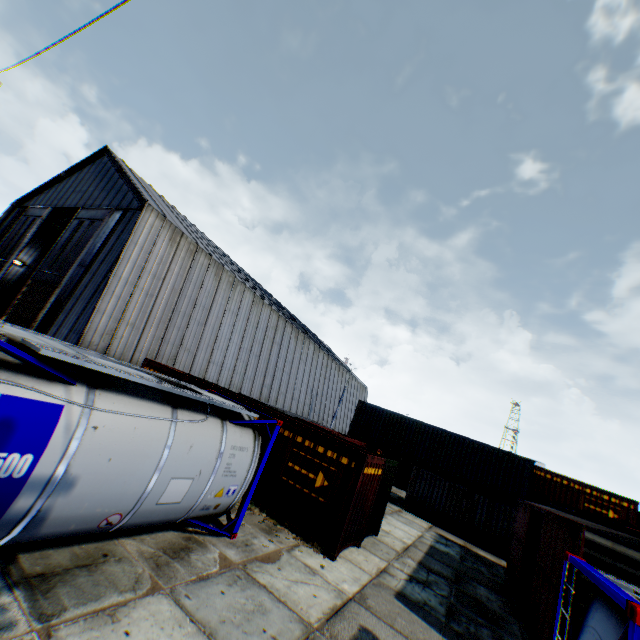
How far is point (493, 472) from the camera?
20.70m

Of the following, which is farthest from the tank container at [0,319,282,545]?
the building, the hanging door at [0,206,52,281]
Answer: the hanging door at [0,206,52,281]

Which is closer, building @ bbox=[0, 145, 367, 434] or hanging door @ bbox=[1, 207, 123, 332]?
building @ bbox=[0, 145, 367, 434]

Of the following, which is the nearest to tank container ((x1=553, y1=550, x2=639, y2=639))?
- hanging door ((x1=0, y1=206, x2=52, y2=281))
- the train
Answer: the train

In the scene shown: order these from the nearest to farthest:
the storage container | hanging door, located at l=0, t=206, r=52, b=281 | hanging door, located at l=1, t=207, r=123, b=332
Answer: the storage container
hanging door, located at l=1, t=207, r=123, b=332
hanging door, located at l=0, t=206, r=52, b=281

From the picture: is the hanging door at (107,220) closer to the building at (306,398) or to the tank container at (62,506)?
the building at (306,398)

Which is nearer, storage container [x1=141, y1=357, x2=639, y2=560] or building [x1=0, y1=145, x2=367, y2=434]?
storage container [x1=141, y1=357, x2=639, y2=560]

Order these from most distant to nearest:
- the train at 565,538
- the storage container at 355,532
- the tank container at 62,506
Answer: the storage container at 355,532, the train at 565,538, the tank container at 62,506
